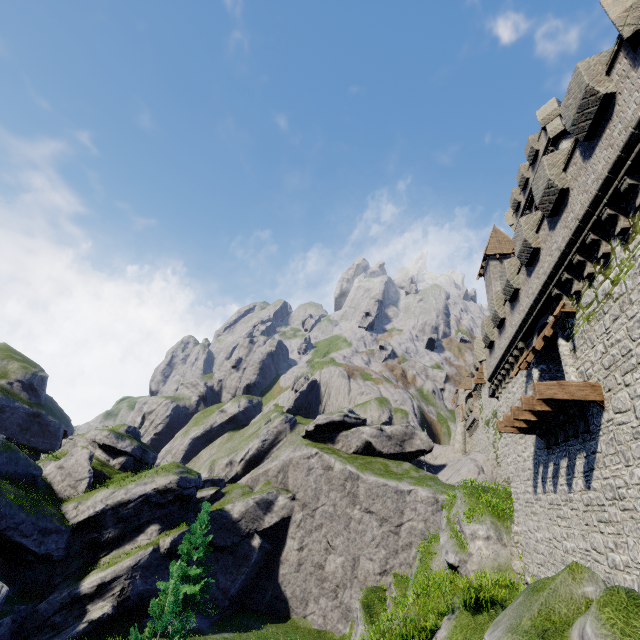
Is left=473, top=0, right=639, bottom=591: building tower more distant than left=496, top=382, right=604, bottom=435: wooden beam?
No

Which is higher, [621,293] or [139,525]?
[621,293]

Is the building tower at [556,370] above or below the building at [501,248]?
below

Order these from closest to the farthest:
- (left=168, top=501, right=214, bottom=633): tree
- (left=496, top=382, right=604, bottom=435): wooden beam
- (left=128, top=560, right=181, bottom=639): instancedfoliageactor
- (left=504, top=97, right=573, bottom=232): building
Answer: (left=496, top=382, right=604, bottom=435): wooden beam, (left=128, top=560, right=181, bottom=639): instancedfoliageactor, (left=504, top=97, right=573, bottom=232): building, (left=168, top=501, right=214, bottom=633): tree

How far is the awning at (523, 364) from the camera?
11.6 meters

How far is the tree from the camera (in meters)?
24.39

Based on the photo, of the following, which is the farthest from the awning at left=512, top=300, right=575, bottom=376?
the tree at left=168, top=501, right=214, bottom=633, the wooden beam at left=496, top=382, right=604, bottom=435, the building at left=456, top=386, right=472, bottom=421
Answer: the building at left=456, top=386, right=472, bottom=421

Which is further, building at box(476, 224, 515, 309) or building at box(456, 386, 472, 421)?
building at box(456, 386, 472, 421)
